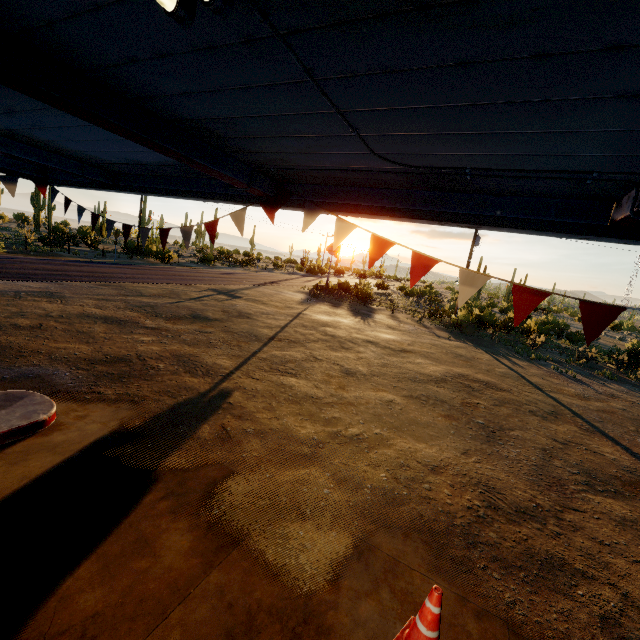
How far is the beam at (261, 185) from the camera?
3.7m

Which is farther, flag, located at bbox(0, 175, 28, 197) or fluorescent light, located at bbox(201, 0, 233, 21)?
flag, located at bbox(0, 175, 28, 197)

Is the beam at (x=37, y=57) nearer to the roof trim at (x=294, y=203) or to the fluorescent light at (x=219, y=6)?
the roof trim at (x=294, y=203)

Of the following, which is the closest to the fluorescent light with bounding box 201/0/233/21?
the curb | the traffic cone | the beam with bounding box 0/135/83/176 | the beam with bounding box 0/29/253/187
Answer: the beam with bounding box 0/29/253/187

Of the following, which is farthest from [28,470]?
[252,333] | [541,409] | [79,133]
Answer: [541,409]

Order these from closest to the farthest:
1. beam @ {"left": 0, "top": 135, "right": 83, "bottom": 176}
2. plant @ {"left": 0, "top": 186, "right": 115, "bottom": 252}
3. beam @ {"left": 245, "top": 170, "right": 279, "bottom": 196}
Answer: beam @ {"left": 245, "top": 170, "right": 279, "bottom": 196}, beam @ {"left": 0, "top": 135, "right": 83, "bottom": 176}, plant @ {"left": 0, "top": 186, "right": 115, "bottom": 252}

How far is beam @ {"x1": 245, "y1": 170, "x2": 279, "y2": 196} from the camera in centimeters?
373cm

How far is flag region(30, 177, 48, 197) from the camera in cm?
649
